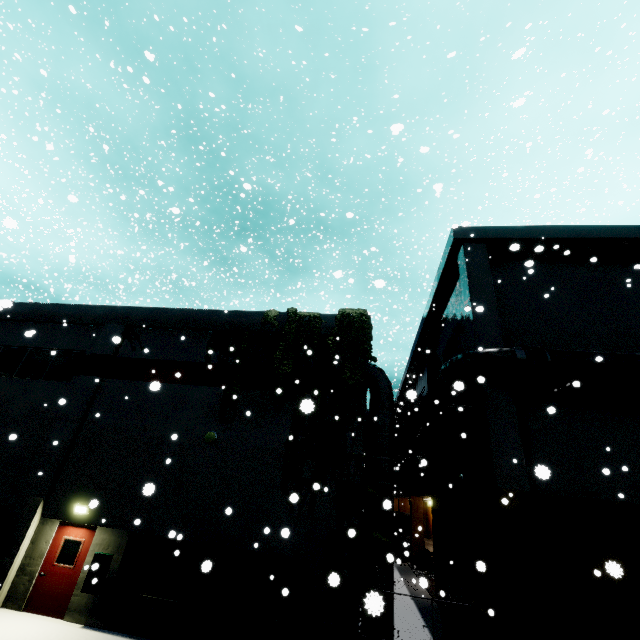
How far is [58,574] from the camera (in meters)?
10.28

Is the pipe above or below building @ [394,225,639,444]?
below

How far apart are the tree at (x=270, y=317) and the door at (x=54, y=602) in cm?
866

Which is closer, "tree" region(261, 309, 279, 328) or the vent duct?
the vent duct

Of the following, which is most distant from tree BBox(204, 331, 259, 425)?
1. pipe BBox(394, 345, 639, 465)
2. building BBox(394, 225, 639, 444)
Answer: pipe BBox(394, 345, 639, 465)

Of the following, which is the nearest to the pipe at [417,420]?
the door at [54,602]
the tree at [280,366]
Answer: the tree at [280,366]

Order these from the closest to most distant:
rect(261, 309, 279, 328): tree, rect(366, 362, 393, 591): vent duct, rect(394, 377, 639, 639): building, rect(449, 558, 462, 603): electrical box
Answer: rect(394, 377, 639, 639): building < rect(366, 362, 393, 591): vent duct < rect(261, 309, 279, 328): tree < rect(449, 558, 462, 603): electrical box

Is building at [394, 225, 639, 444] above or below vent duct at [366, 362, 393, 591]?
above
